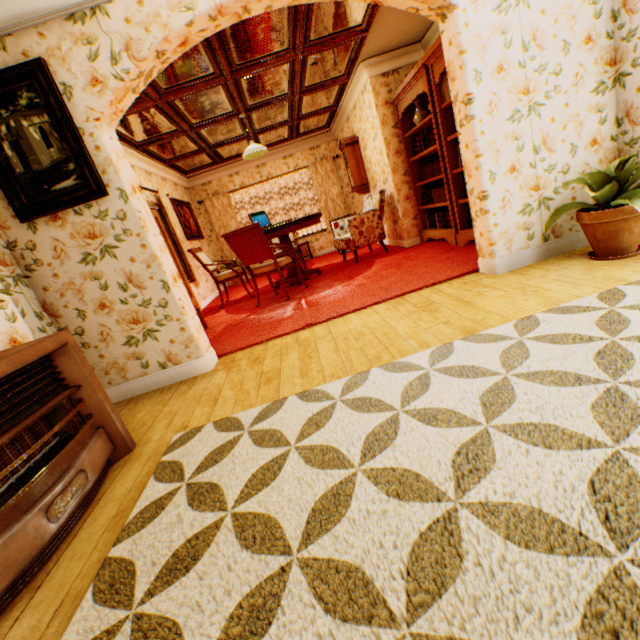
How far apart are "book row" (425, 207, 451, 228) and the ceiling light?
3.1 meters

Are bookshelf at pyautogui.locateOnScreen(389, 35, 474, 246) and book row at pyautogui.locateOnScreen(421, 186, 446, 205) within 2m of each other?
yes

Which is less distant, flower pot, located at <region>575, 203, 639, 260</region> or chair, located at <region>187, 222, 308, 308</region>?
flower pot, located at <region>575, 203, 639, 260</region>

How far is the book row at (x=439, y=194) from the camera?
5.05m

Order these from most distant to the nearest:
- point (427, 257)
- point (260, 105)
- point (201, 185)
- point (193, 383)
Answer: point (201, 185) < point (260, 105) < point (427, 257) < point (193, 383)

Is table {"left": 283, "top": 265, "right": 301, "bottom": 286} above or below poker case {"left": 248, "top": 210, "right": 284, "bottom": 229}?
below

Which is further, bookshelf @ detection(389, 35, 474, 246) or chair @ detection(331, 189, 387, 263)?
chair @ detection(331, 189, 387, 263)

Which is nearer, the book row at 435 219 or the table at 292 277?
the book row at 435 219
